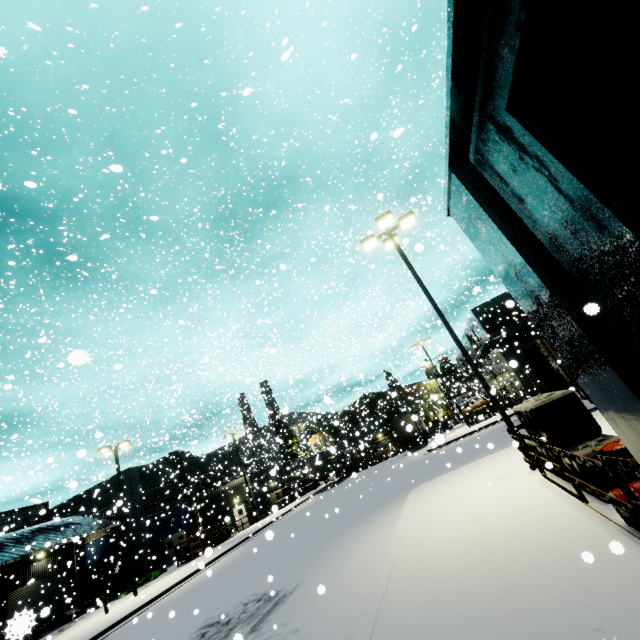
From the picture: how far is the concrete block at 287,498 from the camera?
37.5m

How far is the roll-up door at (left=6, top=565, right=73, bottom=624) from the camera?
25.52m

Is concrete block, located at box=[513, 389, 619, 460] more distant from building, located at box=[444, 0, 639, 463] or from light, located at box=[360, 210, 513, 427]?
building, located at box=[444, 0, 639, 463]

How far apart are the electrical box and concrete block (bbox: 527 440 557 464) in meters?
13.8 m

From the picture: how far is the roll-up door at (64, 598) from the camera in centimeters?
2552cm

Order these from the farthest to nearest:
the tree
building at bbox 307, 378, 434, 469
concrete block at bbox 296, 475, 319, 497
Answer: the tree < concrete block at bbox 296, 475, 319, 497 < building at bbox 307, 378, 434, 469

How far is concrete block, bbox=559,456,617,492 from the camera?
5.6m

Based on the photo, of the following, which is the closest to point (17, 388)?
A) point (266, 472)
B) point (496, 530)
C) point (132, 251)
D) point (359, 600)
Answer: point (132, 251)
